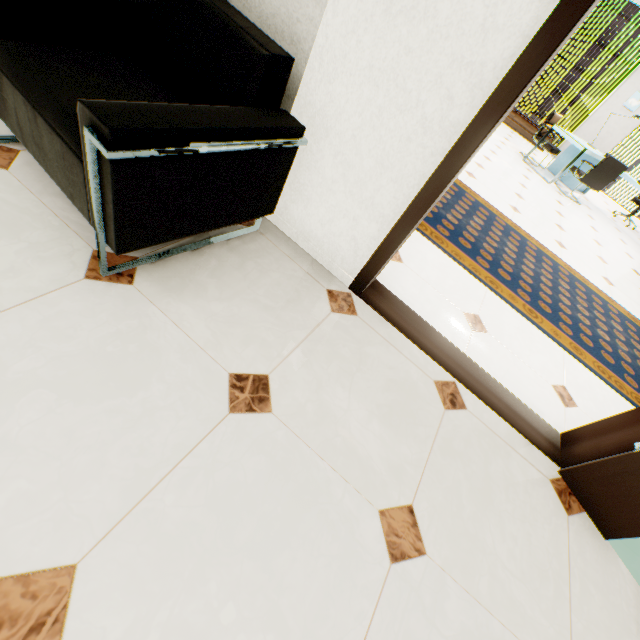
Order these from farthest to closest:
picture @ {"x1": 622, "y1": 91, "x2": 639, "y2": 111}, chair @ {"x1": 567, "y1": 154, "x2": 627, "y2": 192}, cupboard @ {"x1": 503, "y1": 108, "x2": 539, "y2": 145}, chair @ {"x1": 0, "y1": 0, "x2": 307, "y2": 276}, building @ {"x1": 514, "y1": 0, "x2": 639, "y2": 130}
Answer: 1. building @ {"x1": 514, "y1": 0, "x2": 639, "y2": 130}
2. cupboard @ {"x1": 503, "y1": 108, "x2": 539, "y2": 145}
3. picture @ {"x1": 622, "y1": 91, "x2": 639, "y2": 111}
4. chair @ {"x1": 567, "y1": 154, "x2": 627, "y2": 192}
5. chair @ {"x1": 0, "y1": 0, "x2": 307, "y2": 276}

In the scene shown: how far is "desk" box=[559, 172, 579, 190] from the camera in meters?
7.0 m

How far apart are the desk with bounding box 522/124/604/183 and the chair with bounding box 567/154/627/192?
0.1 meters

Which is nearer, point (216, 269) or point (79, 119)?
point (79, 119)

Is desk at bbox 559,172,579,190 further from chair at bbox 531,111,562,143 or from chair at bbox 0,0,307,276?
chair at bbox 0,0,307,276

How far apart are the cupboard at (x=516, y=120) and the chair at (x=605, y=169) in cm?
287

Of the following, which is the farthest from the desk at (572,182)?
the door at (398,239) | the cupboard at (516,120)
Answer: the door at (398,239)

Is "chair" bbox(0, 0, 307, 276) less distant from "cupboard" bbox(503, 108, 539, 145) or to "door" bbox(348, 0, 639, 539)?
"door" bbox(348, 0, 639, 539)
